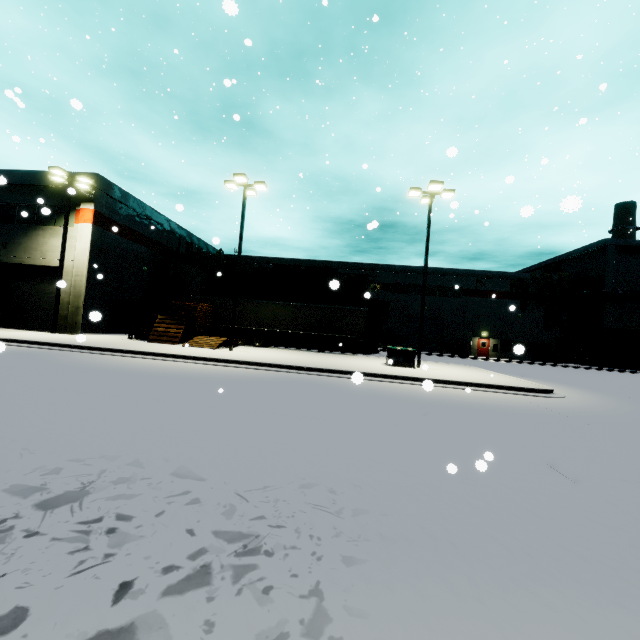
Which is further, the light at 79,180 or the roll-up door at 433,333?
the roll-up door at 433,333

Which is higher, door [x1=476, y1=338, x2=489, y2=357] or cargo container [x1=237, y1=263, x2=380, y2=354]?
cargo container [x1=237, y1=263, x2=380, y2=354]

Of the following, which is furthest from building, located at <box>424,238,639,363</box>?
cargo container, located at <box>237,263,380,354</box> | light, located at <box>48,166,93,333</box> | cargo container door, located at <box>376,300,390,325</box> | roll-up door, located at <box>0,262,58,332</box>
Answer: cargo container door, located at <box>376,300,390,325</box>

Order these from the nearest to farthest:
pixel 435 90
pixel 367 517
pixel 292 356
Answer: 1. pixel 367 517
2. pixel 292 356
3. pixel 435 90

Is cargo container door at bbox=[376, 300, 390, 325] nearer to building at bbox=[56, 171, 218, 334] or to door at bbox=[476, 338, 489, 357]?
building at bbox=[56, 171, 218, 334]

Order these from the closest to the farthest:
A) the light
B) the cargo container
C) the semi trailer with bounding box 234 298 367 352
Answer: the light
the semi trailer with bounding box 234 298 367 352
the cargo container

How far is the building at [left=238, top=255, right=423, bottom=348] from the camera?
41.1 meters

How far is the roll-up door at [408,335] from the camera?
41.2 meters
